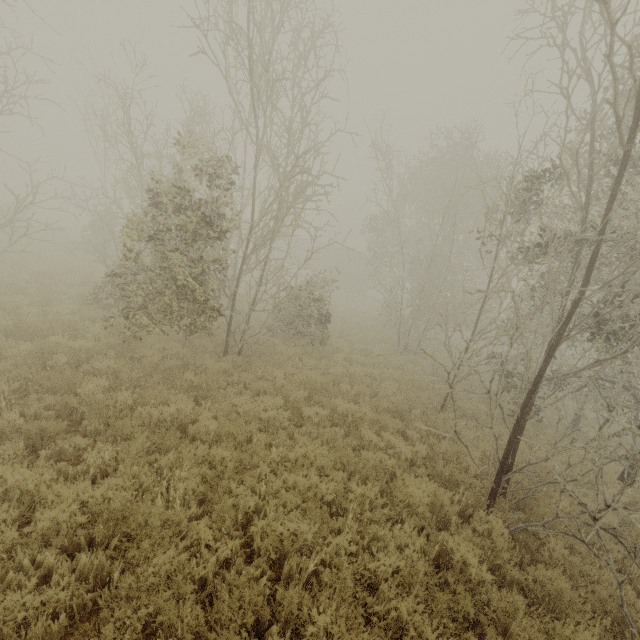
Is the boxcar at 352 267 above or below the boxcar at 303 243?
below

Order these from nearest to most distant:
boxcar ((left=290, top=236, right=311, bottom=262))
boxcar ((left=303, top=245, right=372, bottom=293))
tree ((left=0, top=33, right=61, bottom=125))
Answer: tree ((left=0, top=33, right=61, bottom=125))
boxcar ((left=303, top=245, right=372, bottom=293))
boxcar ((left=290, top=236, right=311, bottom=262))

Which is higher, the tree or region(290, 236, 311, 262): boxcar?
the tree

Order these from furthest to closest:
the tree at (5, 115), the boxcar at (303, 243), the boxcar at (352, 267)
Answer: the boxcar at (303, 243), the boxcar at (352, 267), the tree at (5, 115)

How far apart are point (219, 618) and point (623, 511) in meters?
4.7

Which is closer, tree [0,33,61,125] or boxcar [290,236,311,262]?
tree [0,33,61,125]
